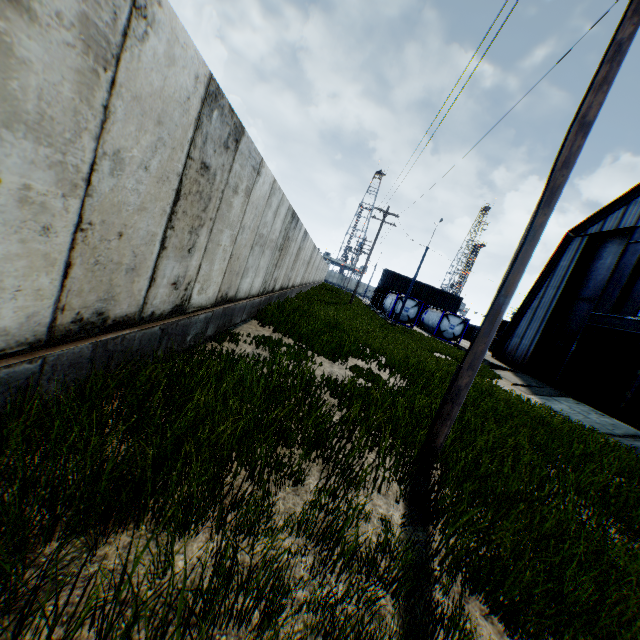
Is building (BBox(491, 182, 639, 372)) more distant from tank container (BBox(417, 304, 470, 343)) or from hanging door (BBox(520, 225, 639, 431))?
tank container (BBox(417, 304, 470, 343))

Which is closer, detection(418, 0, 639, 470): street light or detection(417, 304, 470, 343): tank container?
detection(418, 0, 639, 470): street light

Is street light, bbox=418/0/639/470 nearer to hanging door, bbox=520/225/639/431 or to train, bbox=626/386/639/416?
hanging door, bbox=520/225/639/431

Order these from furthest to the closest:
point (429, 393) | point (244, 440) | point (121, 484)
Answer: point (429, 393), point (244, 440), point (121, 484)

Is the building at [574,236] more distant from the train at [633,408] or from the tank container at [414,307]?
the tank container at [414,307]

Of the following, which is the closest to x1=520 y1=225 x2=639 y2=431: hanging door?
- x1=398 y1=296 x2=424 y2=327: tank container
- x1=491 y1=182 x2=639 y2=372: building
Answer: x1=491 y1=182 x2=639 y2=372: building

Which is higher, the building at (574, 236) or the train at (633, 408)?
the building at (574, 236)

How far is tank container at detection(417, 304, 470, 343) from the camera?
33.7m
